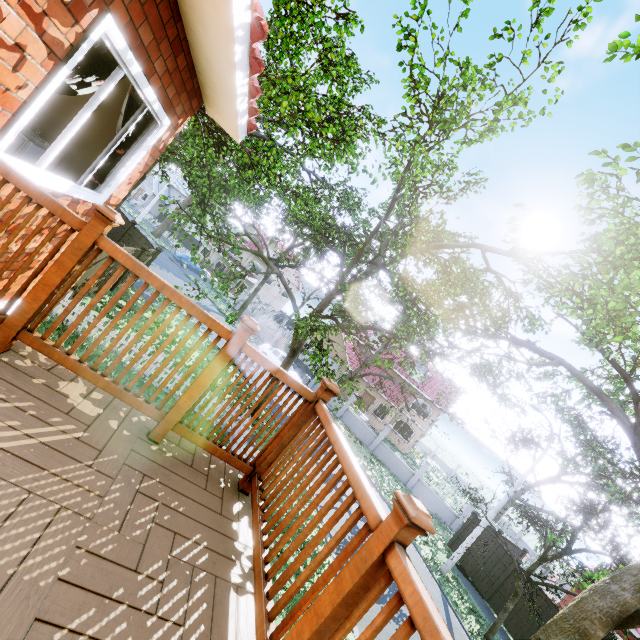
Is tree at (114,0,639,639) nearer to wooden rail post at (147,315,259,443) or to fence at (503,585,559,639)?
fence at (503,585,559,639)

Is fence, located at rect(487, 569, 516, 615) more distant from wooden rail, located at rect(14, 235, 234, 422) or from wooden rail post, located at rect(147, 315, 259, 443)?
wooden rail post, located at rect(147, 315, 259, 443)

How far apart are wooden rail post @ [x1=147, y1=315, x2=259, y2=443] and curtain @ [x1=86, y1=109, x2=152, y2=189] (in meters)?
2.27

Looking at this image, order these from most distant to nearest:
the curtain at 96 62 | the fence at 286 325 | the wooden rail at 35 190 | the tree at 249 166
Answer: the fence at 286 325 → the tree at 249 166 → the curtain at 96 62 → the wooden rail at 35 190

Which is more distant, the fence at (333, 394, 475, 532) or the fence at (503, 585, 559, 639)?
the fence at (333, 394, 475, 532)

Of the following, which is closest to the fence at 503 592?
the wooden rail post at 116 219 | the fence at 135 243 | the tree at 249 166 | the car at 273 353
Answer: the tree at 249 166

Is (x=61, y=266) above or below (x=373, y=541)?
below
